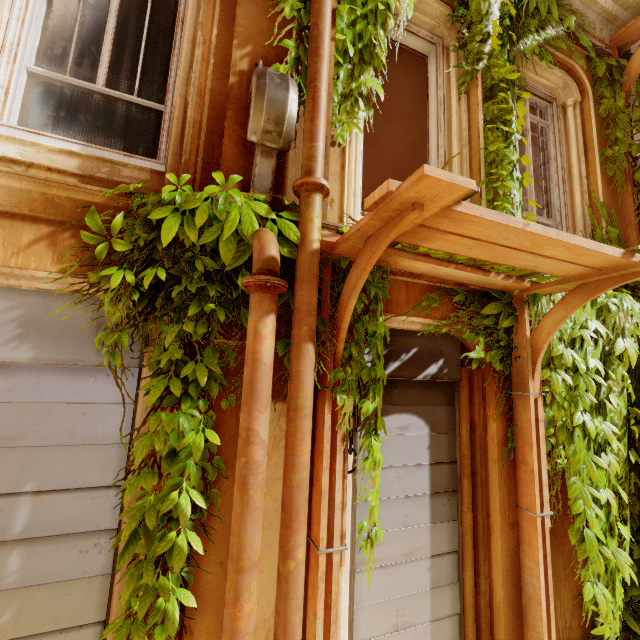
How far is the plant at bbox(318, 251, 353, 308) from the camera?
2.2m

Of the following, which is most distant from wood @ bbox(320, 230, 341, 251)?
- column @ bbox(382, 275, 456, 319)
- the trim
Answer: the trim

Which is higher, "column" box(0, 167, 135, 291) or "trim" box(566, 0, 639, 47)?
"trim" box(566, 0, 639, 47)

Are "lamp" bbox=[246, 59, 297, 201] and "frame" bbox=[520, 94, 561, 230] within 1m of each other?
no

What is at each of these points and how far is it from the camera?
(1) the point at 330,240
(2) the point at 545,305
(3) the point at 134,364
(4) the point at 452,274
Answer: (1) wood, 2.2m
(2) plant, 3.3m
(3) shutter, 2.3m
(4) wood, 2.8m

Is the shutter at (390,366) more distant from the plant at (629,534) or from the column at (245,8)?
the column at (245,8)

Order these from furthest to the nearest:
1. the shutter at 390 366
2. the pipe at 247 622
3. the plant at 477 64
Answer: the plant at 477 64, the shutter at 390 366, the pipe at 247 622
